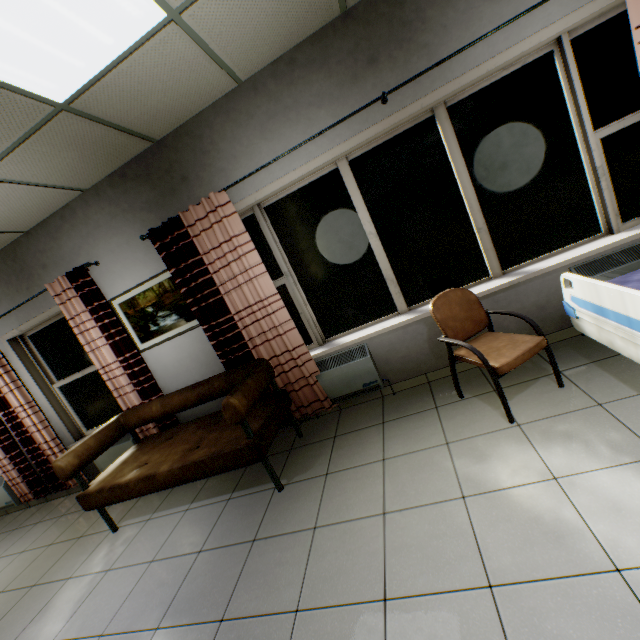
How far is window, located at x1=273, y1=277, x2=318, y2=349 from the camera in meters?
3.4 m

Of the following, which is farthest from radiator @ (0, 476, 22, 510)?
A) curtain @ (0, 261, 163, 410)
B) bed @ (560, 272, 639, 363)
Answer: bed @ (560, 272, 639, 363)

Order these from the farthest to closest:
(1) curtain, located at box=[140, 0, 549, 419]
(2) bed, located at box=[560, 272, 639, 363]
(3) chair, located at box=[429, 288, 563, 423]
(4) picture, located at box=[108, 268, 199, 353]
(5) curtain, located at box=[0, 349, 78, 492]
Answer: (5) curtain, located at box=[0, 349, 78, 492] < (4) picture, located at box=[108, 268, 199, 353] < (1) curtain, located at box=[140, 0, 549, 419] < (3) chair, located at box=[429, 288, 563, 423] < (2) bed, located at box=[560, 272, 639, 363]

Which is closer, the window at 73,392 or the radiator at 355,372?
the radiator at 355,372

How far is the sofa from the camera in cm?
262

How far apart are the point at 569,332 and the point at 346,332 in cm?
208

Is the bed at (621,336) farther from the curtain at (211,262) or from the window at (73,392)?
the window at (73,392)

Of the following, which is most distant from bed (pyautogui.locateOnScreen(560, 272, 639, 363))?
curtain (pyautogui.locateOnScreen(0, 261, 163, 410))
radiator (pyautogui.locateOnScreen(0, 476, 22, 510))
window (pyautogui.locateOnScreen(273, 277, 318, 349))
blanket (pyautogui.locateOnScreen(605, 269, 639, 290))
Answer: radiator (pyautogui.locateOnScreen(0, 476, 22, 510))
